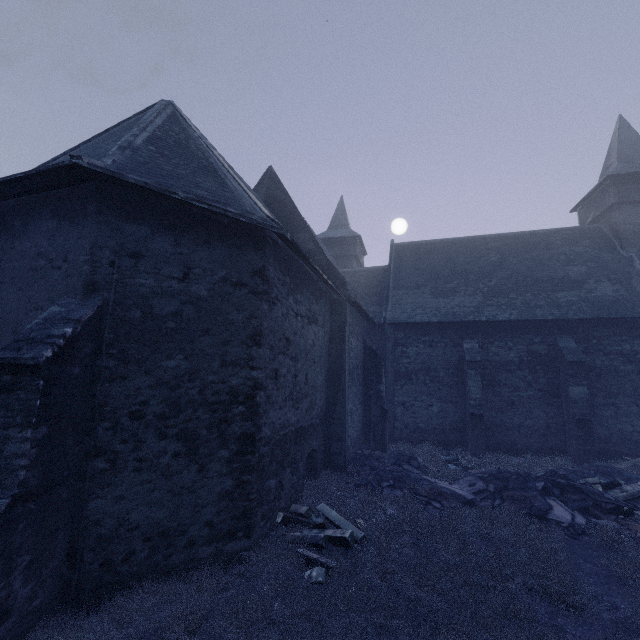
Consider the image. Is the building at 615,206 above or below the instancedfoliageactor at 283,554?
above

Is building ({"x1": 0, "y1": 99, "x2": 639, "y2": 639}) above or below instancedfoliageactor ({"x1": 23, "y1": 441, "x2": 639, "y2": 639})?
above

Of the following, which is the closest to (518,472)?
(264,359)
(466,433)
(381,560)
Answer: (466,433)
